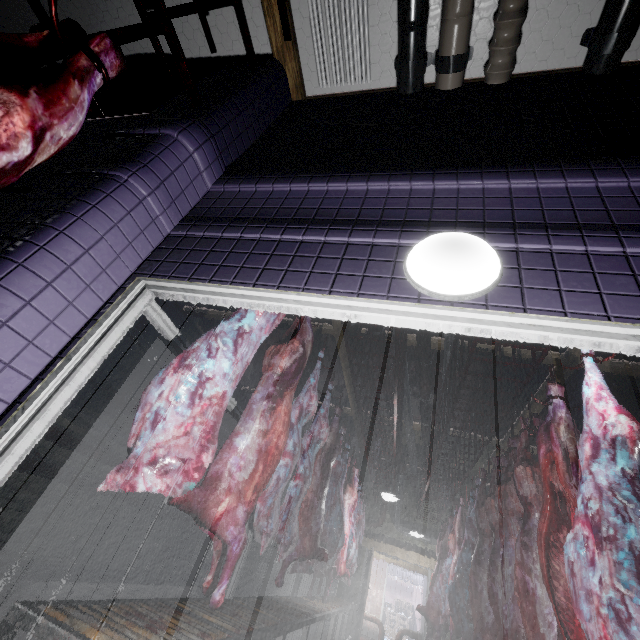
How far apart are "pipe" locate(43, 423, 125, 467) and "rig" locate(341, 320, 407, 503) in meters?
3.7 m

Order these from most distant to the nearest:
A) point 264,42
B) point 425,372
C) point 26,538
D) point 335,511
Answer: point 425,372 → point 335,511 → point 26,538 → point 264,42

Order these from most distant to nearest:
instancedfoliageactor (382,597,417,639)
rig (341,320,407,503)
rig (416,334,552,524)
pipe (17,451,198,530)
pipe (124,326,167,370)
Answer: instancedfoliageactor (382,597,417,639) < pipe (124,326,167,370) < pipe (17,451,198,530) < rig (341,320,407,503) < rig (416,334,552,524)

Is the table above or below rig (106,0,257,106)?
below

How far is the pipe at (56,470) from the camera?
3.92m

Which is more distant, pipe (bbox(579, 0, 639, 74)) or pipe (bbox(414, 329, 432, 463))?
pipe (bbox(414, 329, 432, 463))

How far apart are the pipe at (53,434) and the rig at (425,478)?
4.79m

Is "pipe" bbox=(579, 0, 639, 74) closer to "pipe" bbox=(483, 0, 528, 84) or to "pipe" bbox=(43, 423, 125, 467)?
"pipe" bbox=(483, 0, 528, 84)
